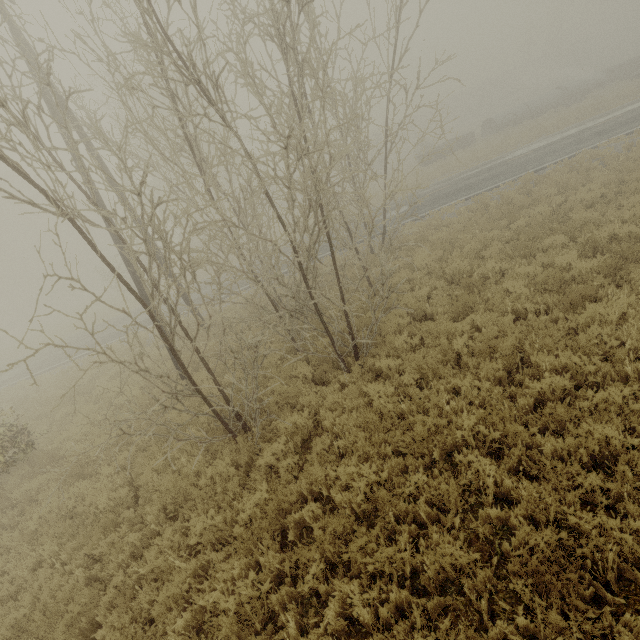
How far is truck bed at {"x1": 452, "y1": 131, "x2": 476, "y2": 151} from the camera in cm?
3070

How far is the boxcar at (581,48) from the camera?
55.0 meters

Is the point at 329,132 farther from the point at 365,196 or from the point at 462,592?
the point at 462,592

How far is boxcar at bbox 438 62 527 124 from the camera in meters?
55.3

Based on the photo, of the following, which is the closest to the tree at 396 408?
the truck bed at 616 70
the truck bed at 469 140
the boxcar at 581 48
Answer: the truck bed at 469 140

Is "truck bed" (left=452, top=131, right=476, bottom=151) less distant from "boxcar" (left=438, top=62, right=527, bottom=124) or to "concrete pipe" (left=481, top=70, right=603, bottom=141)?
"concrete pipe" (left=481, top=70, right=603, bottom=141)

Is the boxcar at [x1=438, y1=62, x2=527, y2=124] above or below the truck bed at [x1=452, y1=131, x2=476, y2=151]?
above

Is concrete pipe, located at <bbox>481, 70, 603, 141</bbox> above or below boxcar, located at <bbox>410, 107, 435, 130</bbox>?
below
